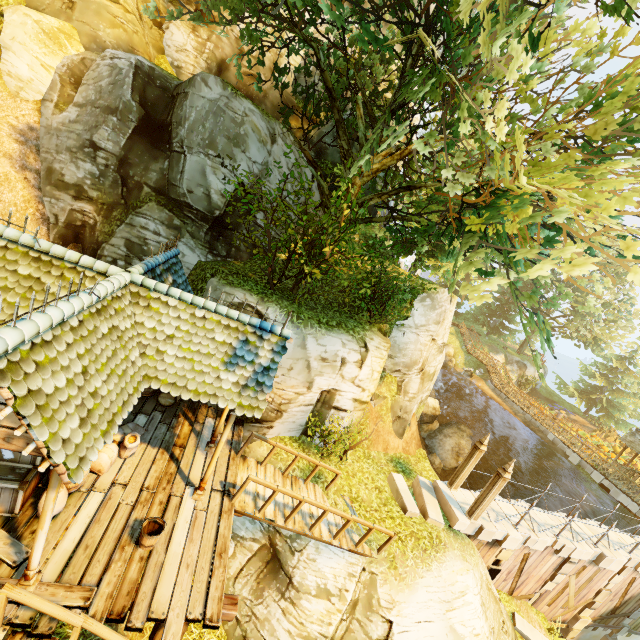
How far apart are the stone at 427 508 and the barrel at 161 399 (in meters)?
9.24

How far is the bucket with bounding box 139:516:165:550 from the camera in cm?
614

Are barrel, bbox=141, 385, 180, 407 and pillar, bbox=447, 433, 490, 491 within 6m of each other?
no

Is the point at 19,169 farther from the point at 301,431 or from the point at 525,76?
the point at 525,76

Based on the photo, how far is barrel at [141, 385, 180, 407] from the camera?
9.88m

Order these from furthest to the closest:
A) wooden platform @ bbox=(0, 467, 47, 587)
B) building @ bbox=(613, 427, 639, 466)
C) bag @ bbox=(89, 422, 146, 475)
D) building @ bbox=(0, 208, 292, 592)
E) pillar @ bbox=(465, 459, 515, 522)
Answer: building @ bbox=(613, 427, 639, 466)
pillar @ bbox=(465, 459, 515, 522)
bag @ bbox=(89, 422, 146, 475)
wooden platform @ bbox=(0, 467, 47, 587)
building @ bbox=(0, 208, 292, 592)

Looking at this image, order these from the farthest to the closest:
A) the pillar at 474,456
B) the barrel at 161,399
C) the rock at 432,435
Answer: the rock at 432,435
the pillar at 474,456
the barrel at 161,399

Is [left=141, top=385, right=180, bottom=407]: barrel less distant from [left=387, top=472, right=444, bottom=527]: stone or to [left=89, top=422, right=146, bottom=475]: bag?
[left=89, top=422, right=146, bottom=475]: bag
